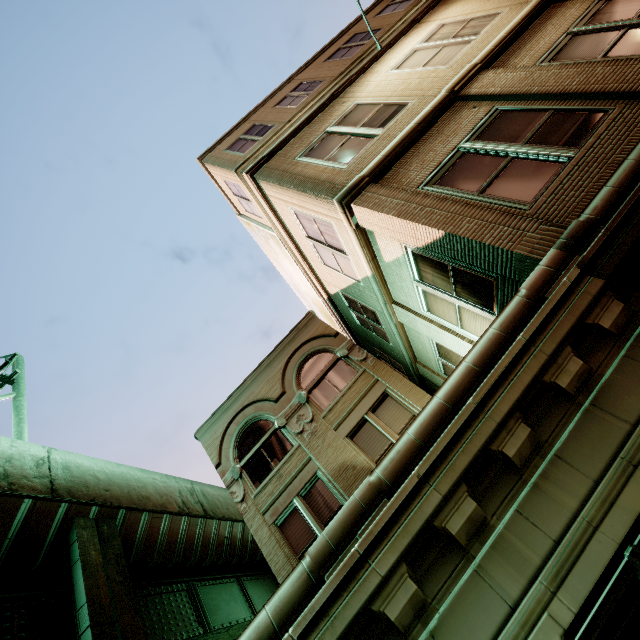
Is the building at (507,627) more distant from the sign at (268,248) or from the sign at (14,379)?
the sign at (14,379)

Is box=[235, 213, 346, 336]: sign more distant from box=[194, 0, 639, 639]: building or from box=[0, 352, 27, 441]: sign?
box=[0, 352, 27, 441]: sign

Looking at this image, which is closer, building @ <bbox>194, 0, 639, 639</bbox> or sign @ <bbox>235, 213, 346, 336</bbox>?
building @ <bbox>194, 0, 639, 639</bbox>

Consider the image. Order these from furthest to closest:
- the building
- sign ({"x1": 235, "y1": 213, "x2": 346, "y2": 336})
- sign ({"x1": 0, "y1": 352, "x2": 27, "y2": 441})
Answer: sign ({"x1": 235, "y1": 213, "x2": 346, "y2": 336}) < sign ({"x1": 0, "y1": 352, "x2": 27, "y2": 441}) < the building

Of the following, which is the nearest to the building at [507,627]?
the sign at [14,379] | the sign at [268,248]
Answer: the sign at [268,248]

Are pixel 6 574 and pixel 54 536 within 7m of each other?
yes
